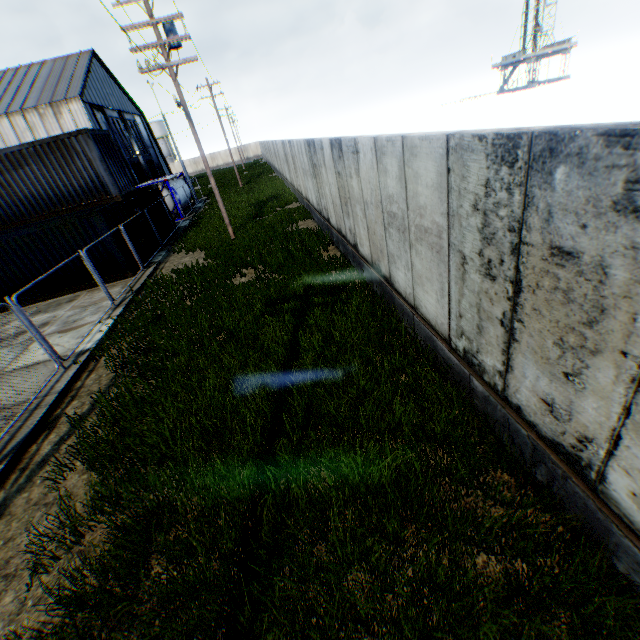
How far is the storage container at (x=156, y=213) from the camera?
19.5 meters

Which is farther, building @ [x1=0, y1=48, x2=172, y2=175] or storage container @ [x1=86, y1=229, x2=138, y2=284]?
building @ [x1=0, y1=48, x2=172, y2=175]

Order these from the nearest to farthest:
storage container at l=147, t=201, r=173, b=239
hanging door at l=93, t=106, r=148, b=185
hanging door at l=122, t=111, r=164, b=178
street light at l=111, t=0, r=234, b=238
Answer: street light at l=111, t=0, r=234, b=238
storage container at l=147, t=201, r=173, b=239
hanging door at l=93, t=106, r=148, b=185
hanging door at l=122, t=111, r=164, b=178

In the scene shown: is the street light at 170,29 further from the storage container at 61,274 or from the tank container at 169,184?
the tank container at 169,184

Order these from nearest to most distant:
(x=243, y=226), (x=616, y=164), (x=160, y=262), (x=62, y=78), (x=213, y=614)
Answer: (x=616, y=164) < (x=213, y=614) < (x=160, y=262) < (x=243, y=226) < (x=62, y=78)

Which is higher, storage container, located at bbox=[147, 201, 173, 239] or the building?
the building

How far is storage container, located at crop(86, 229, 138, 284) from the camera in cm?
1377
